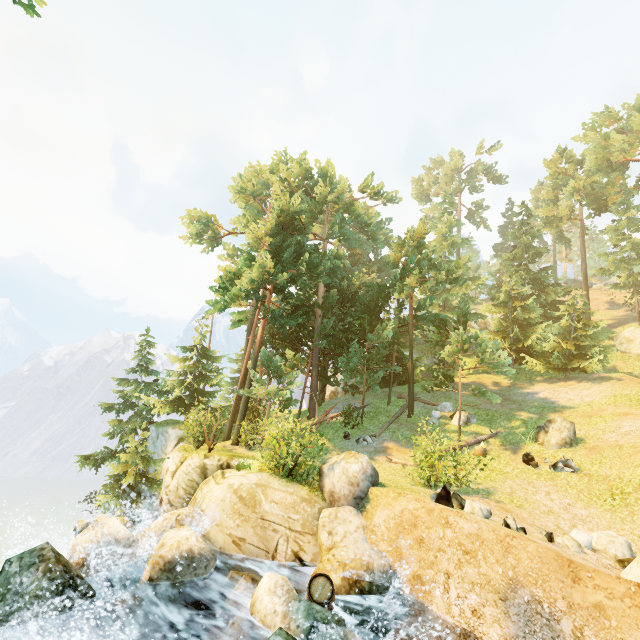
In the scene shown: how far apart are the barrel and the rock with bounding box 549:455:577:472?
11.93m

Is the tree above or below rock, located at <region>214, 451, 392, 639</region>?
above

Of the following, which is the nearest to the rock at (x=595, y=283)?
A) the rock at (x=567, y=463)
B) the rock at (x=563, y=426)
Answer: the rock at (x=563, y=426)

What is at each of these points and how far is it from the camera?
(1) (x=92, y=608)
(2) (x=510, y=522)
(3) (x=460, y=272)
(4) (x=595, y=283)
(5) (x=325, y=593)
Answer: (1) rock, 7.2 meters
(2) rock, 8.3 meters
(3) tree, 21.4 meters
(4) rock, 55.1 meters
(5) barrel, 7.3 meters

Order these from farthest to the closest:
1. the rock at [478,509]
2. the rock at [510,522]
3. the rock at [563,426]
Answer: the rock at [563,426] < the rock at [478,509] < the rock at [510,522]

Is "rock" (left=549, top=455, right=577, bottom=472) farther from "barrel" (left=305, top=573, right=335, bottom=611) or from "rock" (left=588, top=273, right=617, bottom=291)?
"rock" (left=588, top=273, right=617, bottom=291)

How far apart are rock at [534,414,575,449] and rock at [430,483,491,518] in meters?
8.8

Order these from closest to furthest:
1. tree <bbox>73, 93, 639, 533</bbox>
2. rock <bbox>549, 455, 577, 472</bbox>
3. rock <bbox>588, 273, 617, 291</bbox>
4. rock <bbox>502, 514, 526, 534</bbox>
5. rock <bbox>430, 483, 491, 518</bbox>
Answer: rock <bbox>502, 514, 526, 534</bbox> → rock <bbox>430, 483, 491, 518</bbox> → rock <bbox>549, 455, 577, 472</bbox> → tree <bbox>73, 93, 639, 533</bbox> → rock <bbox>588, 273, 617, 291</bbox>
